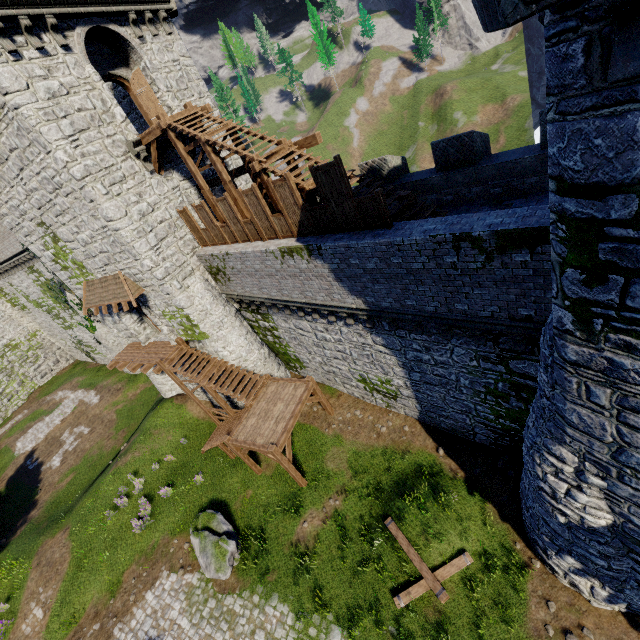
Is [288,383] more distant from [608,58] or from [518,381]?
[608,58]

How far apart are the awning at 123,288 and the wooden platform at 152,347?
3.09m

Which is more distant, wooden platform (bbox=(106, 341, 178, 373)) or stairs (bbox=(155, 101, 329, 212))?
wooden platform (bbox=(106, 341, 178, 373))

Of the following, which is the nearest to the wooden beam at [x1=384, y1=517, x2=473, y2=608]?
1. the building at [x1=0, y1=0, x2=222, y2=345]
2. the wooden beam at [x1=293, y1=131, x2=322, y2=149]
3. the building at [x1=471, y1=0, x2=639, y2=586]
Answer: the building at [x1=471, y1=0, x2=639, y2=586]

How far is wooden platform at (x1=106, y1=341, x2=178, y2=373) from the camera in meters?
18.6

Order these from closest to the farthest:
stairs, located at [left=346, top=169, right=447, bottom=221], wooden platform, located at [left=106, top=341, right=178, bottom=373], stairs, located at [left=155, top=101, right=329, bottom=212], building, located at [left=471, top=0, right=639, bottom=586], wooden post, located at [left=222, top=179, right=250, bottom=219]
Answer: building, located at [left=471, top=0, right=639, bottom=586], stairs, located at [left=346, top=169, right=447, bottom=221], stairs, located at [left=155, top=101, right=329, bottom=212], wooden post, located at [left=222, top=179, right=250, bottom=219], wooden platform, located at [left=106, top=341, right=178, bottom=373]

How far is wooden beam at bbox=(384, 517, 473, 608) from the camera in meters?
10.5 m

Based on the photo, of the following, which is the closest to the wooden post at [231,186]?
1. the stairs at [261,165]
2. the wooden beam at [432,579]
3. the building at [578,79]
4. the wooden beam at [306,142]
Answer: the stairs at [261,165]
